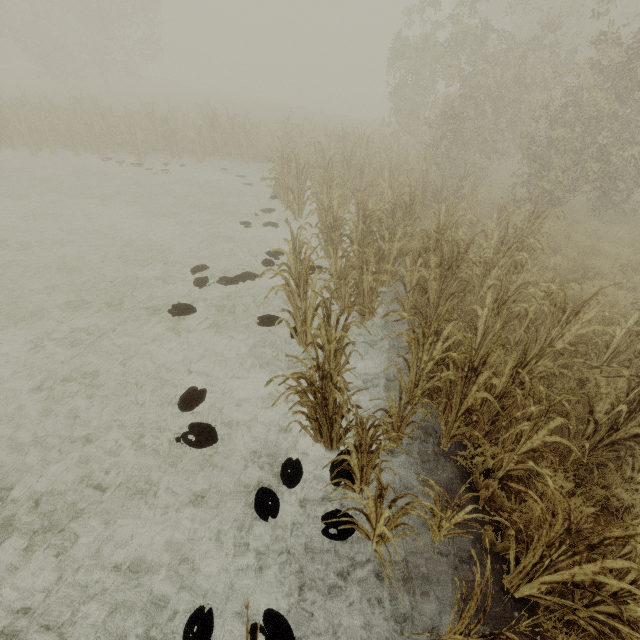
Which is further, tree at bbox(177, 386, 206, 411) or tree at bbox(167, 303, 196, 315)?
tree at bbox(167, 303, 196, 315)

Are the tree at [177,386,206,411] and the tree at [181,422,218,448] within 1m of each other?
yes

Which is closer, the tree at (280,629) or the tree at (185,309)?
the tree at (280,629)

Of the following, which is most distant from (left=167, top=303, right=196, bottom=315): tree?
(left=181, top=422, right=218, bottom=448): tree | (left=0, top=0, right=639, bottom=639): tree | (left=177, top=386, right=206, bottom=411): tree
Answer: (left=0, top=0, right=639, bottom=639): tree

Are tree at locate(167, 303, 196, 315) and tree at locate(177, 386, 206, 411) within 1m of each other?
no

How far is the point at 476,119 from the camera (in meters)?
11.84

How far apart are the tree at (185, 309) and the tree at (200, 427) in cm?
242

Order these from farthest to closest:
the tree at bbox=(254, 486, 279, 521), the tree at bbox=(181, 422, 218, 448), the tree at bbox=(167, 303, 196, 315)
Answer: the tree at bbox=(167, 303, 196, 315) → the tree at bbox=(181, 422, 218, 448) → the tree at bbox=(254, 486, 279, 521)
